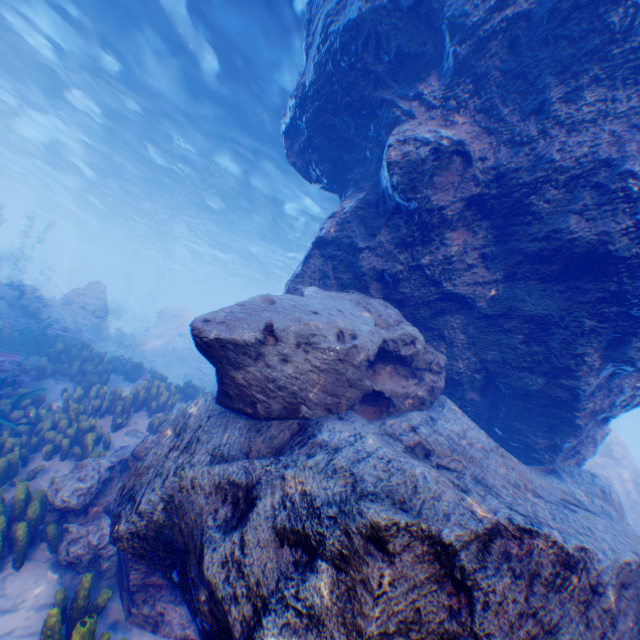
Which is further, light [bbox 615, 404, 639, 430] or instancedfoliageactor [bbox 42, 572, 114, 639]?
light [bbox 615, 404, 639, 430]

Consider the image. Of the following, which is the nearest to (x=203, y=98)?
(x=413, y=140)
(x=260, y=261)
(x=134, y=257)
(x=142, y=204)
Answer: (x=413, y=140)

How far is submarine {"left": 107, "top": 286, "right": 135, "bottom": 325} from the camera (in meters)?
51.97

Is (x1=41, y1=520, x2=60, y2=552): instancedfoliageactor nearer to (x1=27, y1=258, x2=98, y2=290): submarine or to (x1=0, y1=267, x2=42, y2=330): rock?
(x1=0, y1=267, x2=42, y2=330): rock

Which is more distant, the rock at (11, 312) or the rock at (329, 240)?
the rock at (11, 312)

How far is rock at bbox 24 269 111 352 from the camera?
16.34m

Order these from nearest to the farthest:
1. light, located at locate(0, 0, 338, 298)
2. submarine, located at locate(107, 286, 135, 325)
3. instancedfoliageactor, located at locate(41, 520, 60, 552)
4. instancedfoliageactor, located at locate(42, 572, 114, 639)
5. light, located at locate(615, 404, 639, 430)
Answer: instancedfoliageactor, located at locate(42, 572, 114, 639), instancedfoliageactor, located at locate(41, 520, 60, 552), light, located at locate(0, 0, 338, 298), light, located at locate(615, 404, 639, 430), submarine, located at locate(107, 286, 135, 325)

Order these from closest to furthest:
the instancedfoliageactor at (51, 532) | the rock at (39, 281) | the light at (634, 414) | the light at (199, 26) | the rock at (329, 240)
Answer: the rock at (329, 240) < the instancedfoliageactor at (51, 532) < the light at (199, 26) < the rock at (39, 281) < the light at (634, 414)
